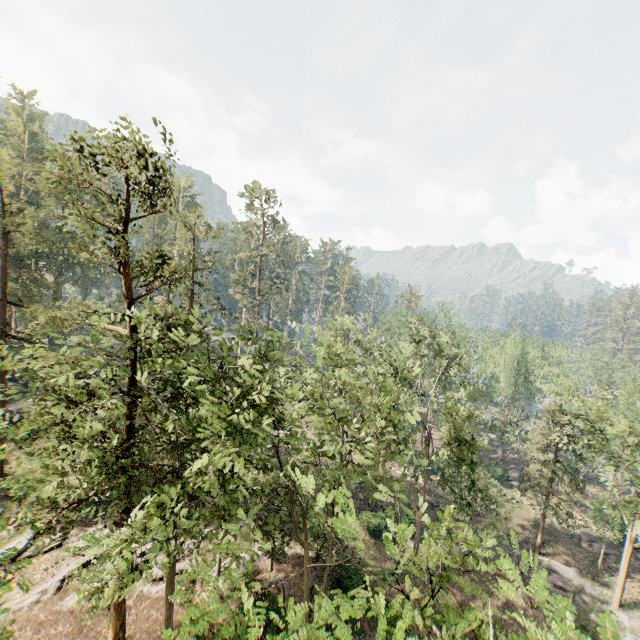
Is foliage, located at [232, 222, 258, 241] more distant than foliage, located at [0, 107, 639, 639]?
Yes

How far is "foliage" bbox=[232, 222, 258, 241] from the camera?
50.2 meters

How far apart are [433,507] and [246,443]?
31.29m

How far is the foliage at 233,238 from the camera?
50.2m

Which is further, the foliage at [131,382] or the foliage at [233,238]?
the foliage at [233,238]
